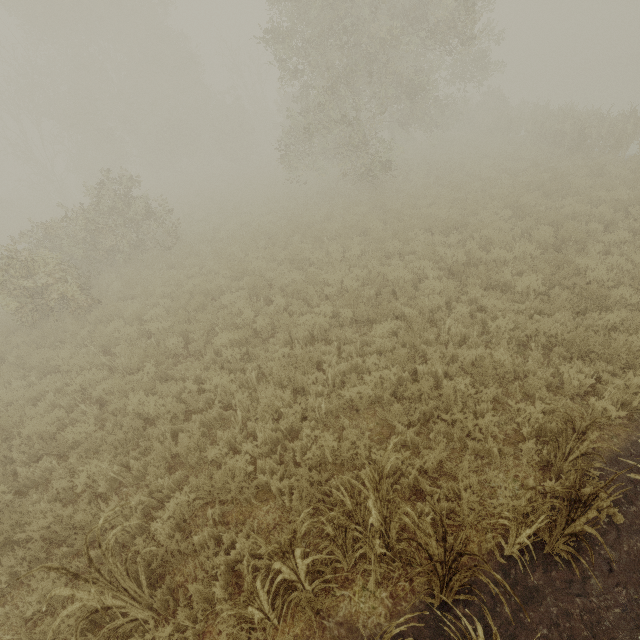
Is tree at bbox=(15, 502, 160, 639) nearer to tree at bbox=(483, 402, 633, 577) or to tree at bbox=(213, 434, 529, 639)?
tree at bbox=(213, 434, 529, 639)

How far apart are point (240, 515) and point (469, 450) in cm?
355

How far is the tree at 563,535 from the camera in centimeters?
301cm

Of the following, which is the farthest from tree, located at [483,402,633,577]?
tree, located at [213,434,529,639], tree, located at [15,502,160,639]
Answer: tree, located at [15,502,160,639]

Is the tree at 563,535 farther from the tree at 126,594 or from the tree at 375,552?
the tree at 126,594

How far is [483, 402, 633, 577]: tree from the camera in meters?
3.0
